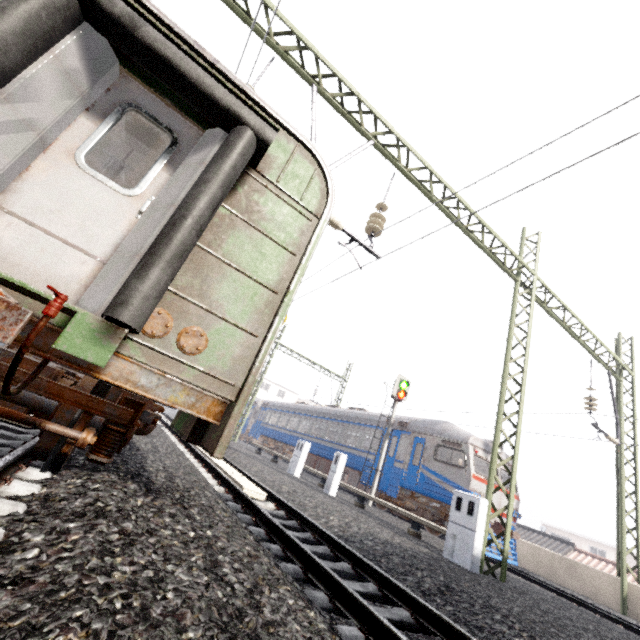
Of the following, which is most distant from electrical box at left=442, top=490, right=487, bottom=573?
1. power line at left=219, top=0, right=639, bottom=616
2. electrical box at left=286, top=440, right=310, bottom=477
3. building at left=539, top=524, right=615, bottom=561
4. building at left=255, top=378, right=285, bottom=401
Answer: building at left=539, top=524, right=615, bottom=561

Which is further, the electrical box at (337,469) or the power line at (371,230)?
the electrical box at (337,469)

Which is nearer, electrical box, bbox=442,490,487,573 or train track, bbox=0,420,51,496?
train track, bbox=0,420,51,496

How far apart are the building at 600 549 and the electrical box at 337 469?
44.8 meters

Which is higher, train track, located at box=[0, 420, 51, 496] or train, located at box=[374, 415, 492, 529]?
train, located at box=[374, 415, 492, 529]

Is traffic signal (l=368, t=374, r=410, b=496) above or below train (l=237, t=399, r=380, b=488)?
above

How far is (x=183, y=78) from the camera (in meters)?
2.81

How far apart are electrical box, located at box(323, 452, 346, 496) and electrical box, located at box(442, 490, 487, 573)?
4.8m
